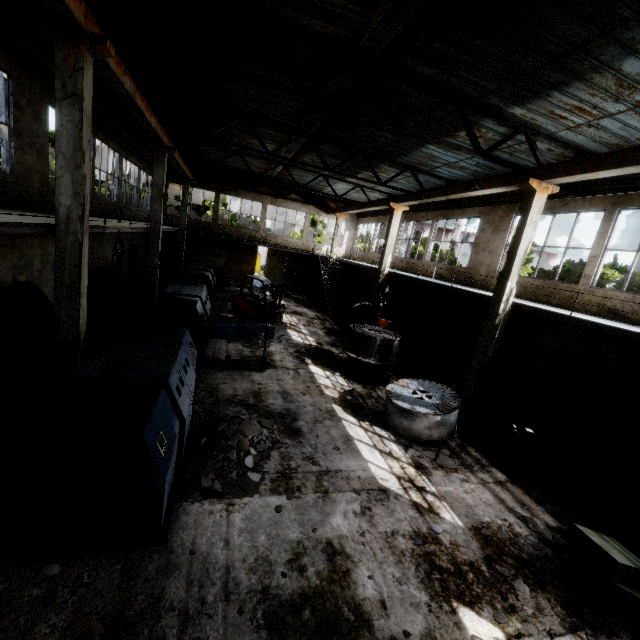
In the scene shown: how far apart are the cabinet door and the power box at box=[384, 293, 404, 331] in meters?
16.3

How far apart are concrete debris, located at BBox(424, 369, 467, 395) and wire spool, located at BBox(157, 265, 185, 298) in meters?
13.5

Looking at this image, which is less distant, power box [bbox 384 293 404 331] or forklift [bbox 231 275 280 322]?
forklift [bbox 231 275 280 322]

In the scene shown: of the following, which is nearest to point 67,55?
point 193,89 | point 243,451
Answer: point 193,89

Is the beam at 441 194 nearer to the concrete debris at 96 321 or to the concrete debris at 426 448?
the concrete debris at 426 448

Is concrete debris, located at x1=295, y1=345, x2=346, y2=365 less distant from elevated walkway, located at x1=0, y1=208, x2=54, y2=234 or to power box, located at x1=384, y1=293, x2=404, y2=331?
elevated walkway, located at x1=0, y1=208, x2=54, y2=234

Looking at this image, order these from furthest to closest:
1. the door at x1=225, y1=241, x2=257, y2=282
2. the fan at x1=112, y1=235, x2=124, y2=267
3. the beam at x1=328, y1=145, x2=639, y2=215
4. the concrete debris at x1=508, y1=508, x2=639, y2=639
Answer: the door at x1=225, y1=241, x2=257, y2=282, the fan at x1=112, y1=235, x2=124, y2=267, the beam at x1=328, y1=145, x2=639, y2=215, the concrete debris at x1=508, y1=508, x2=639, y2=639

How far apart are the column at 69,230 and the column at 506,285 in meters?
11.1 m
